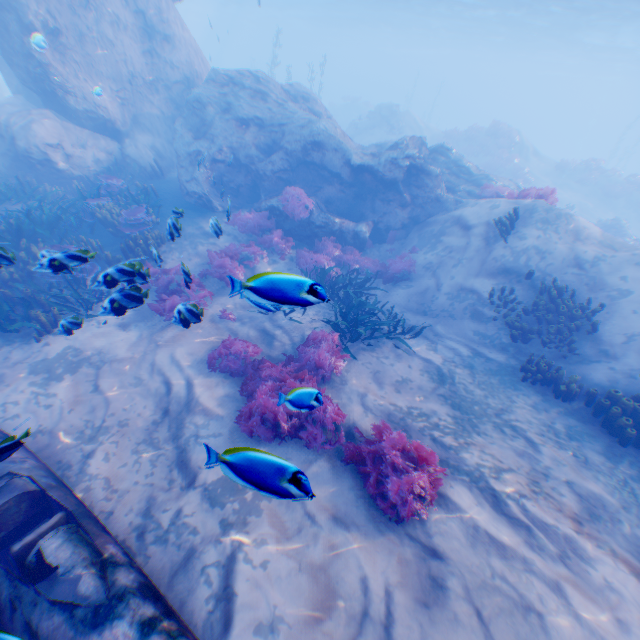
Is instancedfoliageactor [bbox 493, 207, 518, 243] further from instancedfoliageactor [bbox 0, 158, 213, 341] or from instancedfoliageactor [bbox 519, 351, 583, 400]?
instancedfoliageactor [bbox 519, 351, 583, 400]

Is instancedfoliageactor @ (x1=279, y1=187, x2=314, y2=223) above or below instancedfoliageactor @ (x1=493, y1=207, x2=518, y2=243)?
below

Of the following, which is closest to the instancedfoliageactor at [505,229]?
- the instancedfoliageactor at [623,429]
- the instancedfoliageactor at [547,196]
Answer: the instancedfoliageactor at [547,196]

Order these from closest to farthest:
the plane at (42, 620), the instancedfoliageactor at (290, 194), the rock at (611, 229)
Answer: the plane at (42, 620)
the instancedfoliageactor at (290, 194)
the rock at (611, 229)

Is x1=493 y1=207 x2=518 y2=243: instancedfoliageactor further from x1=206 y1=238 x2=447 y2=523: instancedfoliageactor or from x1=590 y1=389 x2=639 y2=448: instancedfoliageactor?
x1=590 y1=389 x2=639 y2=448: instancedfoliageactor

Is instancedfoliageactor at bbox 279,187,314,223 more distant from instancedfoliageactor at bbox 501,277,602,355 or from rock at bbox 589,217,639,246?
rock at bbox 589,217,639,246

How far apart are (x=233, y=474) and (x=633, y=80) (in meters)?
93.78

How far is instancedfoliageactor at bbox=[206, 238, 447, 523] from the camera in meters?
4.6
